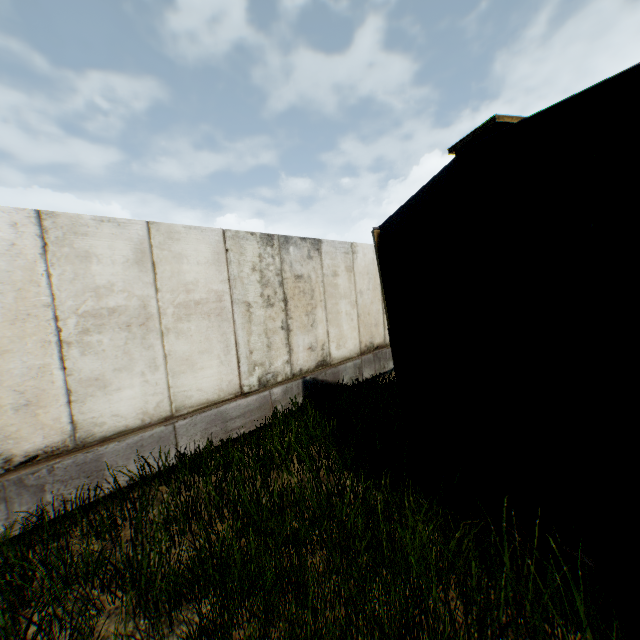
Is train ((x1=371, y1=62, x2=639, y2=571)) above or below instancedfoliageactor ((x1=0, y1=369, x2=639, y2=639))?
above

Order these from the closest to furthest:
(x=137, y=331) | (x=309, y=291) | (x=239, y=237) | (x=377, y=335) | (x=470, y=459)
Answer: (x=470, y=459) → (x=137, y=331) → (x=239, y=237) → (x=309, y=291) → (x=377, y=335)

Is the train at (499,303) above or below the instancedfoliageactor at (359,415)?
above
